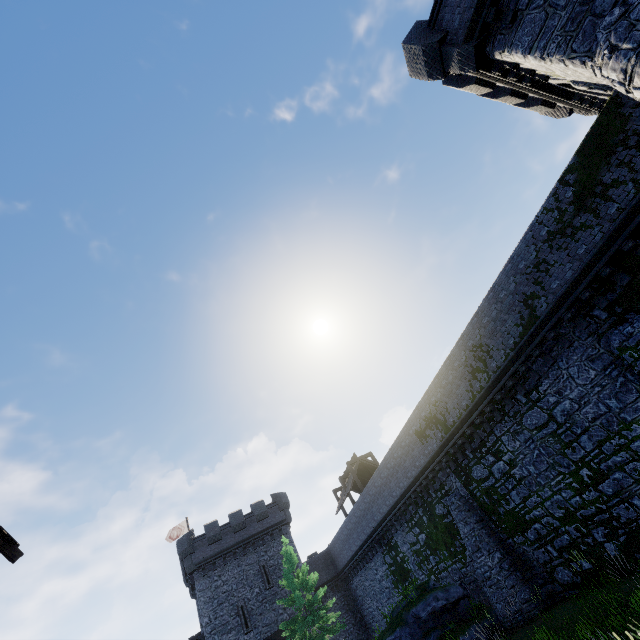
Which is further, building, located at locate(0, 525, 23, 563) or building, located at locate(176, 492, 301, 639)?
building, located at locate(176, 492, 301, 639)

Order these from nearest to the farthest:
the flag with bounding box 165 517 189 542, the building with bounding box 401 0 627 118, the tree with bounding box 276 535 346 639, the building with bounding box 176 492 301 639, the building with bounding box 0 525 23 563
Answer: the building with bounding box 401 0 627 118, the building with bounding box 0 525 23 563, the tree with bounding box 276 535 346 639, the building with bounding box 176 492 301 639, the flag with bounding box 165 517 189 542

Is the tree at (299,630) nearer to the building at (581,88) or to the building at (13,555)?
the building at (13,555)

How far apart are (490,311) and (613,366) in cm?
475

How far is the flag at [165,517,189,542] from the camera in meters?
37.7

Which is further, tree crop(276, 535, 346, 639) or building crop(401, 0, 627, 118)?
tree crop(276, 535, 346, 639)

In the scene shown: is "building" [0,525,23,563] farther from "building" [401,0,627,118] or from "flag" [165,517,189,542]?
"flag" [165,517,189,542]

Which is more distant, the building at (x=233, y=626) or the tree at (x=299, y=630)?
the building at (x=233, y=626)
